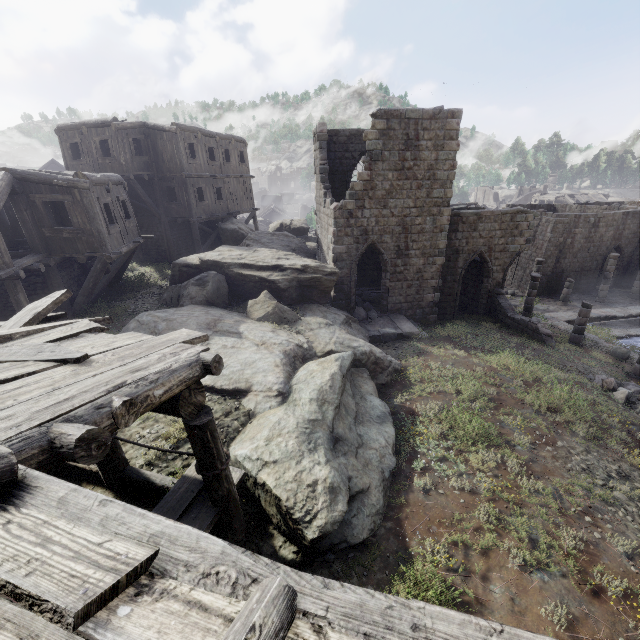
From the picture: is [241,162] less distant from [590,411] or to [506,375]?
[506,375]

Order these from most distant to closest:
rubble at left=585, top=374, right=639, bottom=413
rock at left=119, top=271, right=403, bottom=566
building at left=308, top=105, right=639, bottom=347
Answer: building at left=308, top=105, right=639, bottom=347, rubble at left=585, top=374, right=639, bottom=413, rock at left=119, top=271, right=403, bottom=566

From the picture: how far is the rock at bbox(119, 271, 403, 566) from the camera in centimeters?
577cm

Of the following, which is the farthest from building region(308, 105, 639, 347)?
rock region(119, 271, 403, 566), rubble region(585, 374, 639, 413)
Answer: rubble region(585, 374, 639, 413)

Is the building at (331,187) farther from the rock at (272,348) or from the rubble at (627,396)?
the rubble at (627,396)
